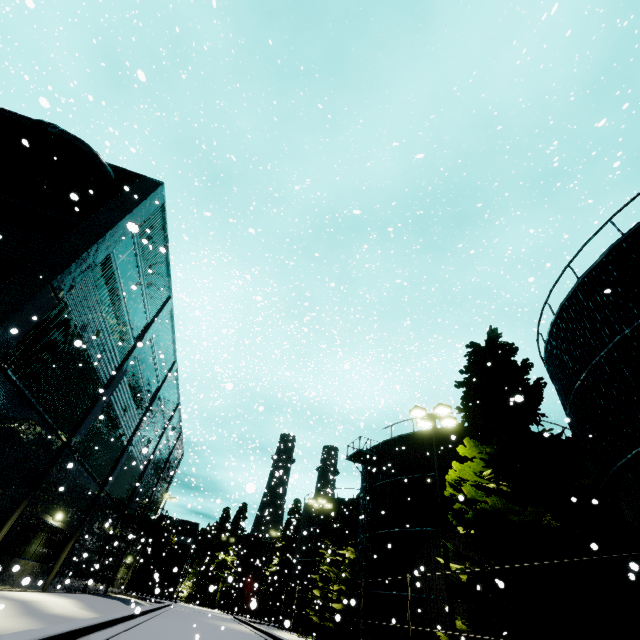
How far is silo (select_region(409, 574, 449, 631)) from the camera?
16.2m

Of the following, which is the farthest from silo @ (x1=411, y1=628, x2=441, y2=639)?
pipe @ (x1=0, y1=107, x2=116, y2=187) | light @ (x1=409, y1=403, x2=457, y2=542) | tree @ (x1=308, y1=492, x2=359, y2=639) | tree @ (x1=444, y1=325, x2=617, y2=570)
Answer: light @ (x1=409, y1=403, x2=457, y2=542)

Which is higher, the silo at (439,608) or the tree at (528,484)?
the tree at (528,484)

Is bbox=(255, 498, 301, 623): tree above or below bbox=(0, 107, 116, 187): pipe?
below

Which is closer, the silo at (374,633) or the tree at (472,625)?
the tree at (472,625)

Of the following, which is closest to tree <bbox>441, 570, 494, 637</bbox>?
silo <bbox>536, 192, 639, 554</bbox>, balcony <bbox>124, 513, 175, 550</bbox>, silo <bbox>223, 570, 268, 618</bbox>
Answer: silo <bbox>536, 192, 639, 554</bbox>

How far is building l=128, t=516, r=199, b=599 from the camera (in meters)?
52.25

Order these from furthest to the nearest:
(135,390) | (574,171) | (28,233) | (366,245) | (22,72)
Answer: (574,171), (135,390), (22,72), (28,233), (366,245)
